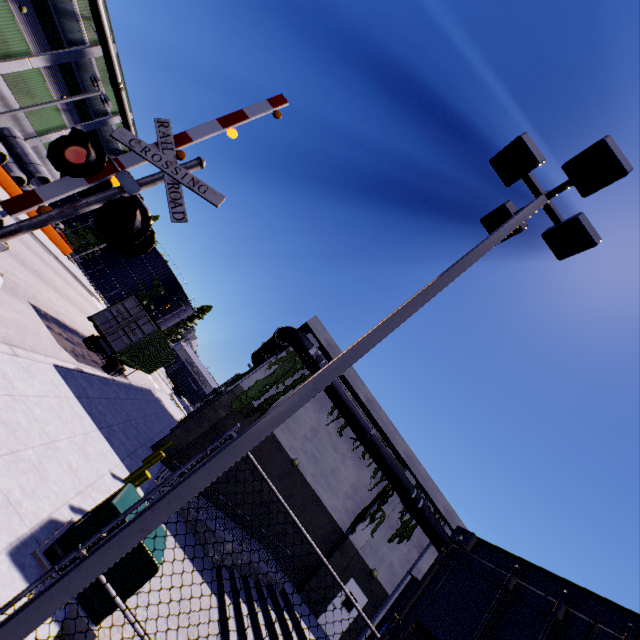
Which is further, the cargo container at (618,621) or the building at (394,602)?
the building at (394,602)

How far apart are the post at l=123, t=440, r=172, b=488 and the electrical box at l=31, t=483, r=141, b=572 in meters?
3.7

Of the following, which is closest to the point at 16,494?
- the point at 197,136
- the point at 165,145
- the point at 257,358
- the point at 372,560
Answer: the point at 165,145

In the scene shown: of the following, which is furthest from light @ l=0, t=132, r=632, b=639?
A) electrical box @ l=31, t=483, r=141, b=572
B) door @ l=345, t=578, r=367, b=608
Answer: door @ l=345, t=578, r=367, b=608

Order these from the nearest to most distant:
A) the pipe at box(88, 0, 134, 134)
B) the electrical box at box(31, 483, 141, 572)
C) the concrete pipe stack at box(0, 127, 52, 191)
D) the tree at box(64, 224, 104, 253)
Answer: the electrical box at box(31, 483, 141, 572), the pipe at box(88, 0, 134, 134), the concrete pipe stack at box(0, 127, 52, 191), the tree at box(64, 224, 104, 253)

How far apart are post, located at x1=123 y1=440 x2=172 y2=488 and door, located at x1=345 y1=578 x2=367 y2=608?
12.75m

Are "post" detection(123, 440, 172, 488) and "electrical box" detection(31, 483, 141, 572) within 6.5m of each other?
yes

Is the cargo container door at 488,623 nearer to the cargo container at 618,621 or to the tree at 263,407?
the cargo container at 618,621
